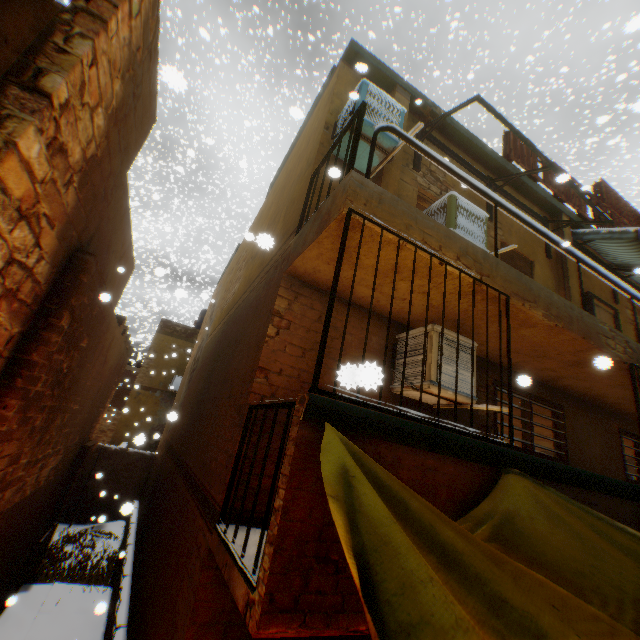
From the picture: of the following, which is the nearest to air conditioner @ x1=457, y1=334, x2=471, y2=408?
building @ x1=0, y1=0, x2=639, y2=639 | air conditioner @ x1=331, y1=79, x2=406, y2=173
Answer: building @ x1=0, y1=0, x2=639, y2=639

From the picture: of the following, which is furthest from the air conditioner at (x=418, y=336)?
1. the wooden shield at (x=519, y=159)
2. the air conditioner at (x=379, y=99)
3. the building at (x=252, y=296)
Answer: the wooden shield at (x=519, y=159)

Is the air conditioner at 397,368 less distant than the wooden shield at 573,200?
Yes

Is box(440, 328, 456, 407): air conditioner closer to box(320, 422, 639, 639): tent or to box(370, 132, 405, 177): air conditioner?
box(320, 422, 639, 639): tent

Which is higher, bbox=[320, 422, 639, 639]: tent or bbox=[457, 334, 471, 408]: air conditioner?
bbox=[457, 334, 471, 408]: air conditioner

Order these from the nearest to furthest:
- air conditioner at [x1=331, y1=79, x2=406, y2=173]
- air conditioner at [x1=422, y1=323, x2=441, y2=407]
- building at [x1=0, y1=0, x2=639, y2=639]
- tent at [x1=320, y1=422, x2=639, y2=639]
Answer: tent at [x1=320, y1=422, x2=639, y2=639] < building at [x1=0, y1=0, x2=639, y2=639] < air conditioner at [x1=422, y1=323, x2=441, y2=407] < air conditioner at [x1=331, y1=79, x2=406, y2=173]

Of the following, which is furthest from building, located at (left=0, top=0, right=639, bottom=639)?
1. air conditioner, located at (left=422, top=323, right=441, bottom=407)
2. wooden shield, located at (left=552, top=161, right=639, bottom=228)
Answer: wooden shield, located at (left=552, top=161, right=639, bottom=228)

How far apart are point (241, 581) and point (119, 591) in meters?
7.2 m
